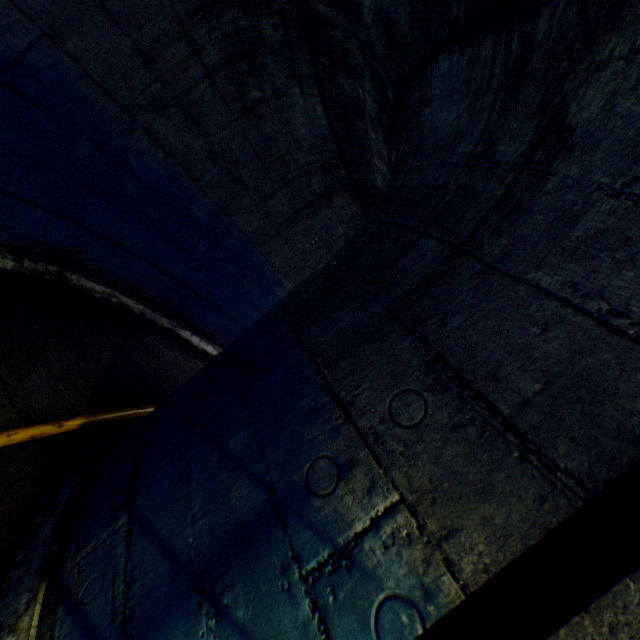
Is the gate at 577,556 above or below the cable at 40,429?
above

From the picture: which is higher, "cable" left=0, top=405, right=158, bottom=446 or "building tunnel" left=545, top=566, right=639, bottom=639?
"building tunnel" left=545, top=566, right=639, bottom=639

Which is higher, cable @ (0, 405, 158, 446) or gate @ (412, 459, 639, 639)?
gate @ (412, 459, 639, 639)

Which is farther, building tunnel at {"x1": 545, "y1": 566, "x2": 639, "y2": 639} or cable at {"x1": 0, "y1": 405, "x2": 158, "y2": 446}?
cable at {"x1": 0, "y1": 405, "x2": 158, "y2": 446}

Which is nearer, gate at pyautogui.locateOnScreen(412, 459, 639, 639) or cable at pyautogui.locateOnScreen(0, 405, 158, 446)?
gate at pyautogui.locateOnScreen(412, 459, 639, 639)

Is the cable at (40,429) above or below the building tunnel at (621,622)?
below

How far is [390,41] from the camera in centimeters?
186cm
